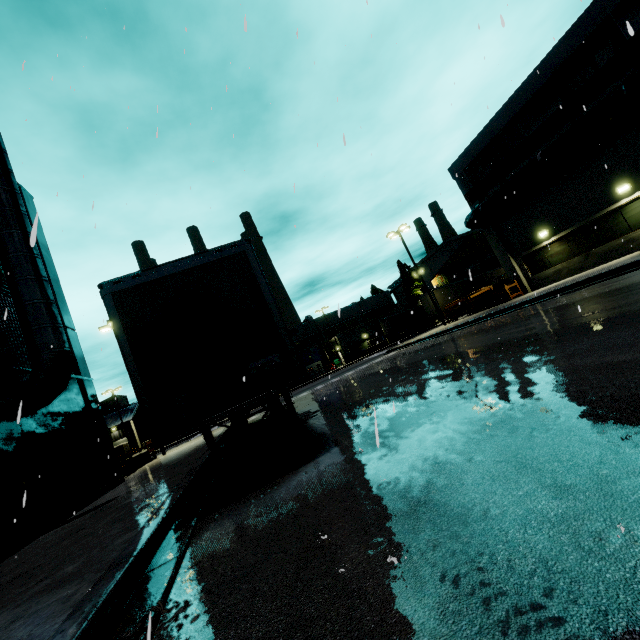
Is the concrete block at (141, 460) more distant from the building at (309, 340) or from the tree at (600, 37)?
the tree at (600, 37)

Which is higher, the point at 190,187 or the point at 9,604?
the point at 190,187

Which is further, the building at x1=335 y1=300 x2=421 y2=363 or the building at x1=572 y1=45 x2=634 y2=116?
the building at x1=335 y1=300 x2=421 y2=363

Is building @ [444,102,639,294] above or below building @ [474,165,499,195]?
below

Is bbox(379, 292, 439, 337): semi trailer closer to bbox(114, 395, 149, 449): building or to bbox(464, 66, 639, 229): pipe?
bbox(114, 395, 149, 449): building

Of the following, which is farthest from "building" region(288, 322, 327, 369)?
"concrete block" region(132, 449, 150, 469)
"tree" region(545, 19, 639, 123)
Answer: "concrete block" region(132, 449, 150, 469)

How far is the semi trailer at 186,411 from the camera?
5.1 meters

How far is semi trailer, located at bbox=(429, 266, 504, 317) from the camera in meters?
35.1 m
